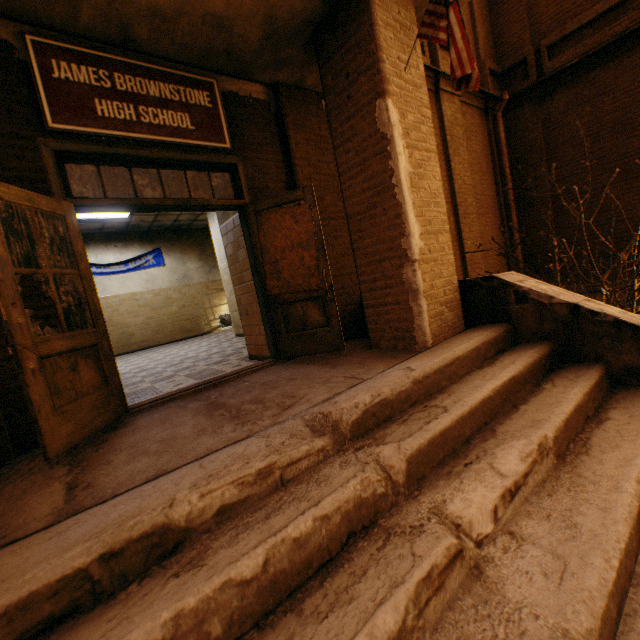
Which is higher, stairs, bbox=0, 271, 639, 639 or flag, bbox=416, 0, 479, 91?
flag, bbox=416, 0, 479, 91

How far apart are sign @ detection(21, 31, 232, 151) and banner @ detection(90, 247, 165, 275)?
8.59m

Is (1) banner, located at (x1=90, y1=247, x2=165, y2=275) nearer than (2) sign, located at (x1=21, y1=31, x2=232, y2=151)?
No

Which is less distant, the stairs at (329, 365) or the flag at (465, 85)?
the stairs at (329, 365)

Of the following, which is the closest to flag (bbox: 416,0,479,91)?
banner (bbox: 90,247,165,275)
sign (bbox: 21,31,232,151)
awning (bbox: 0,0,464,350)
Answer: awning (bbox: 0,0,464,350)

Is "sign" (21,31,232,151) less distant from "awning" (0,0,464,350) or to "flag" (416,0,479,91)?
"awning" (0,0,464,350)

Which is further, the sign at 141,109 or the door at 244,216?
the sign at 141,109

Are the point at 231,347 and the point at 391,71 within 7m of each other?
yes
